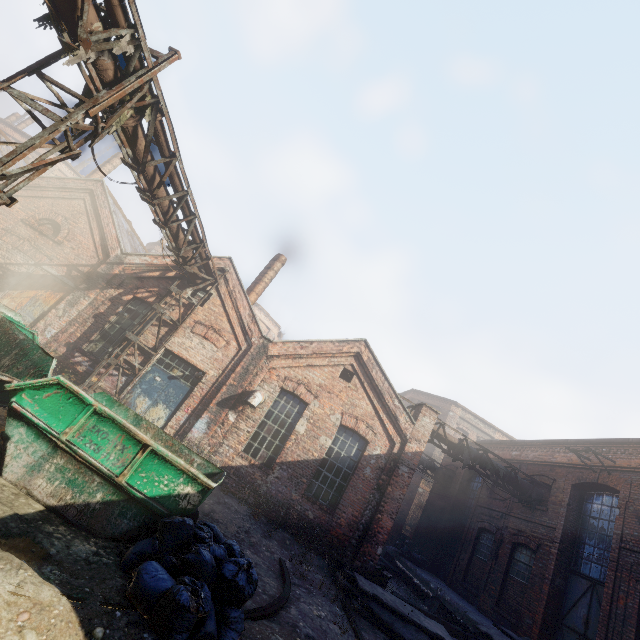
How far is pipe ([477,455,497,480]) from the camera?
13.70m

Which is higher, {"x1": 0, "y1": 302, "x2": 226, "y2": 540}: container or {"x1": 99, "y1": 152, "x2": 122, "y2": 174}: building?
{"x1": 99, "y1": 152, "x2": 122, "y2": 174}: building

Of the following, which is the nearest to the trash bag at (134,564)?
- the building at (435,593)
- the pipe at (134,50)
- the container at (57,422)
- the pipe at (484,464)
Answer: the container at (57,422)

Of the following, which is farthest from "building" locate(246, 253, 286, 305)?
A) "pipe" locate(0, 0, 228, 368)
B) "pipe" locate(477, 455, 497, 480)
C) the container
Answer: the container

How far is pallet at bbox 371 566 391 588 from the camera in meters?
10.9 m

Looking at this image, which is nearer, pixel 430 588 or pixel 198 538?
pixel 198 538

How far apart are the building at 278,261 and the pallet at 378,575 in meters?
11.2 m

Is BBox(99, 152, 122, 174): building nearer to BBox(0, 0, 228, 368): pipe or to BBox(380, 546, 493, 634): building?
BBox(0, 0, 228, 368): pipe
